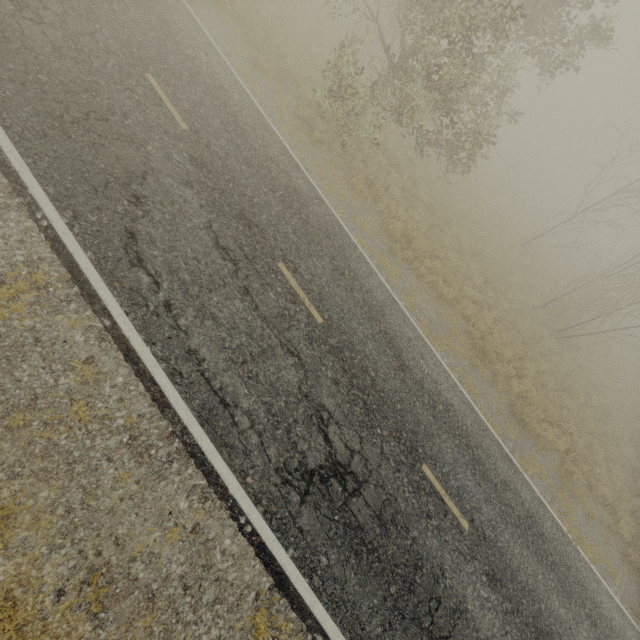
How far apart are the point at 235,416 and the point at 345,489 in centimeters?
255cm

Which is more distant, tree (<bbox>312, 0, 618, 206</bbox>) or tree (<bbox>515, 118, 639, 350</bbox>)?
tree (<bbox>515, 118, 639, 350</bbox>)

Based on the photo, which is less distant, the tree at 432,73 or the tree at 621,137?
the tree at 432,73
